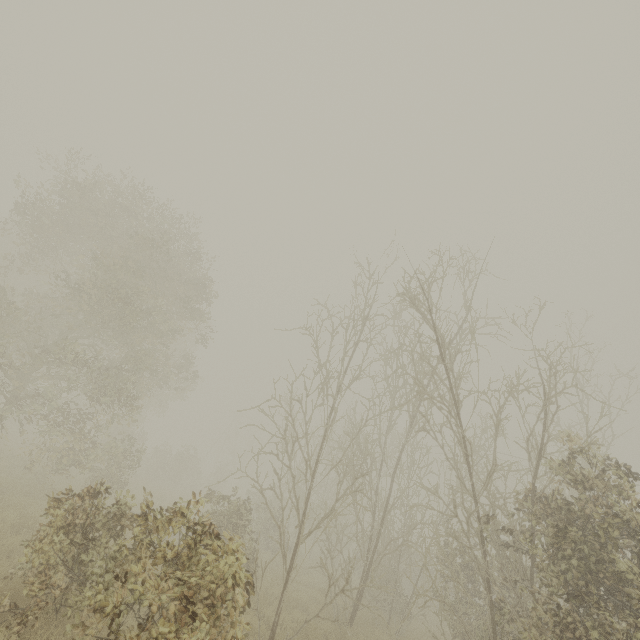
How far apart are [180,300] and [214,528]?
12.4 meters
